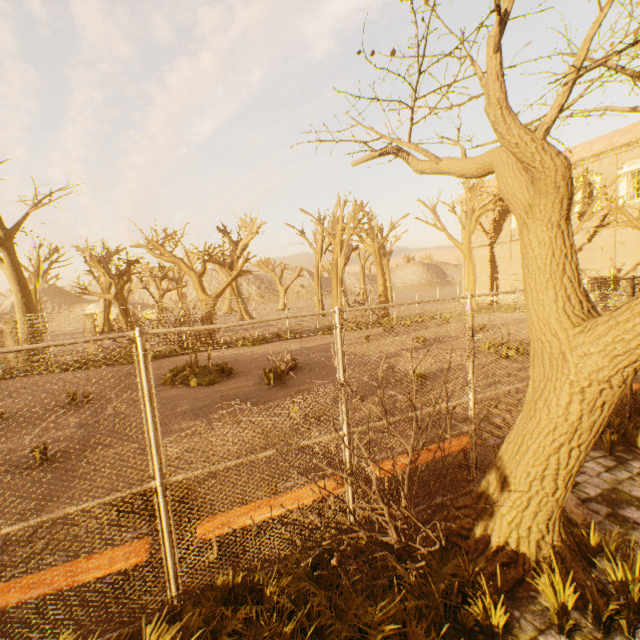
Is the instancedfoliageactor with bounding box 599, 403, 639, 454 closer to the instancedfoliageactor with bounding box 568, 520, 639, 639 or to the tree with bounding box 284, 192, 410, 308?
the tree with bounding box 284, 192, 410, 308

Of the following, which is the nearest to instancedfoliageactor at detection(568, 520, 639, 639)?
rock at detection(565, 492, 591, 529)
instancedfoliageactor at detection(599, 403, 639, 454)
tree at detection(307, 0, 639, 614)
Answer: tree at detection(307, 0, 639, 614)

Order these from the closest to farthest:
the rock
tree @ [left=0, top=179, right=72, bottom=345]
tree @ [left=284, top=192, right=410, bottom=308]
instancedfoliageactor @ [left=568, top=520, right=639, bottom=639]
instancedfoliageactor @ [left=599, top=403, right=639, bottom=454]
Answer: instancedfoliageactor @ [left=568, top=520, right=639, bottom=639] → the rock → instancedfoliageactor @ [left=599, top=403, right=639, bottom=454] → tree @ [left=0, top=179, right=72, bottom=345] → tree @ [left=284, top=192, right=410, bottom=308]

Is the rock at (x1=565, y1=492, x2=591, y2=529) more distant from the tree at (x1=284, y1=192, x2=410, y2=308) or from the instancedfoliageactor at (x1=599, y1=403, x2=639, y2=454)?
the instancedfoliageactor at (x1=599, y1=403, x2=639, y2=454)

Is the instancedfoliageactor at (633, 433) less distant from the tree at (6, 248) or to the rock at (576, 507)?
the tree at (6, 248)

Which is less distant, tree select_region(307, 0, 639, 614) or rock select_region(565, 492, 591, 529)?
tree select_region(307, 0, 639, 614)

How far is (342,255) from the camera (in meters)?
26.08

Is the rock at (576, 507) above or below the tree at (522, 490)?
below
